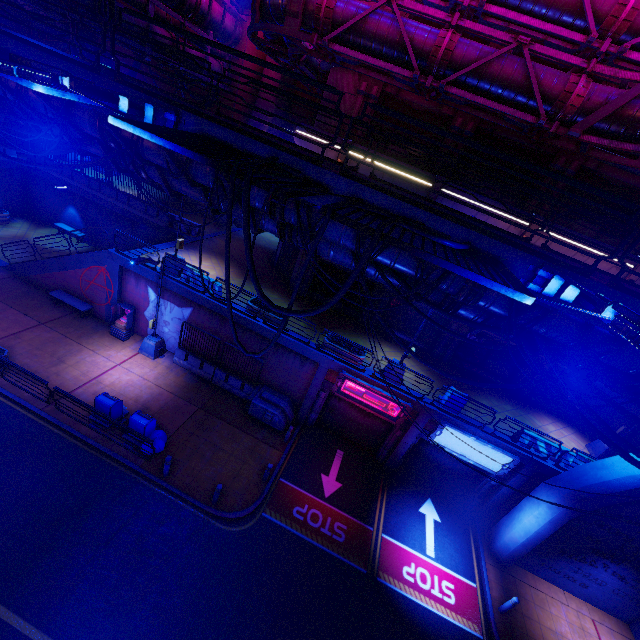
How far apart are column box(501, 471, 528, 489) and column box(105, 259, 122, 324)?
22.39m

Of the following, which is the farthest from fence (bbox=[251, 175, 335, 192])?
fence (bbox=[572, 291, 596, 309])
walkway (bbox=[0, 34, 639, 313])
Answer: fence (bbox=[572, 291, 596, 309])

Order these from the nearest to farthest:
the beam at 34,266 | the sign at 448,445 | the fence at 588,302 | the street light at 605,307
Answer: the street light at 605,307
the fence at 588,302
the sign at 448,445
the beam at 34,266

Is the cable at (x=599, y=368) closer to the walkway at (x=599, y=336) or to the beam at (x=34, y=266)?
the walkway at (x=599, y=336)

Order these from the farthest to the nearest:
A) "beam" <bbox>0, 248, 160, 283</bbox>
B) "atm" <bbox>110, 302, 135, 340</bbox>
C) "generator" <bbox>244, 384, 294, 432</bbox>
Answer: "atm" <bbox>110, 302, 135, 340</bbox>
"beam" <bbox>0, 248, 160, 283</bbox>
"generator" <bbox>244, 384, 294, 432</bbox>

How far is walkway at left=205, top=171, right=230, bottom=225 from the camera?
7.07m

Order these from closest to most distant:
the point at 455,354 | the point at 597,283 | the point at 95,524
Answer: the point at 597,283 → the point at 95,524 → the point at 455,354

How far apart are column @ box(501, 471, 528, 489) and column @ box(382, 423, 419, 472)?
4.62m
